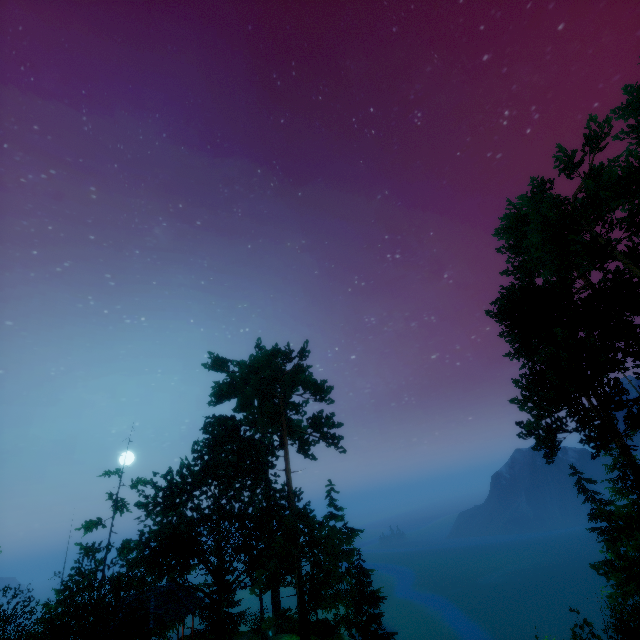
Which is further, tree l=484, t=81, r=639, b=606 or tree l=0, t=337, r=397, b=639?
tree l=0, t=337, r=397, b=639

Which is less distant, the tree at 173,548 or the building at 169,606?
the tree at 173,548

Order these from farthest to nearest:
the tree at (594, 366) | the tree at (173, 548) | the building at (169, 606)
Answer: the building at (169, 606) < the tree at (173, 548) < the tree at (594, 366)

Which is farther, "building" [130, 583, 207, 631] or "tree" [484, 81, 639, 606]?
"building" [130, 583, 207, 631]

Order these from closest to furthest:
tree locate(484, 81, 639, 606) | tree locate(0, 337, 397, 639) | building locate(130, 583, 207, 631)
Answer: tree locate(484, 81, 639, 606) → tree locate(0, 337, 397, 639) → building locate(130, 583, 207, 631)

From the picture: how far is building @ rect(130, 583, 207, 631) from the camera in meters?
21.1 m

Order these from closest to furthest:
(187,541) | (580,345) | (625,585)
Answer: (625,585) → (580,345) → (187,541)
